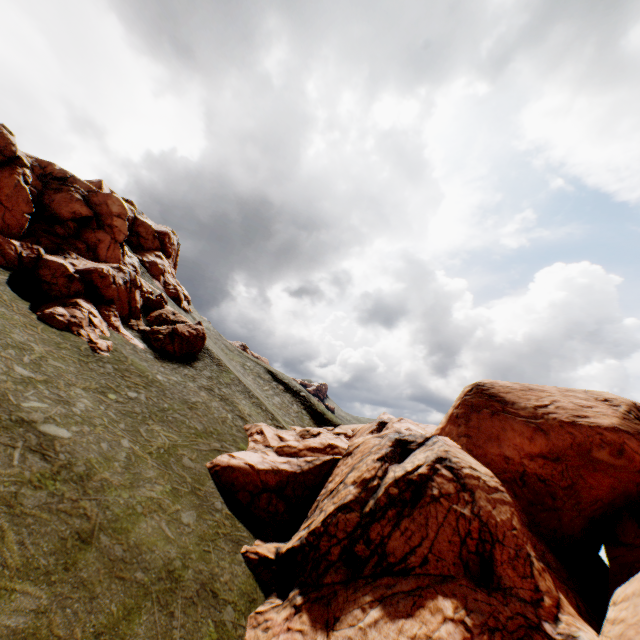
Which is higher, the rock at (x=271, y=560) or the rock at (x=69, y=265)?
the rock at (x=69, y=265)

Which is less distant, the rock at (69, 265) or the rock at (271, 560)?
the rock at (271, 560)

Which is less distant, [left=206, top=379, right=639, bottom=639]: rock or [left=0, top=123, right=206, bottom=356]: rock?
[left=206, top=379, right=639, bottom=639]: rock

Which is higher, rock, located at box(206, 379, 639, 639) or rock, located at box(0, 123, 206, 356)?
rock, located at box(0, 123, 206, 356)

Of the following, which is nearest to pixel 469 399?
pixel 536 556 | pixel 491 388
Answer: pixel 491 388
